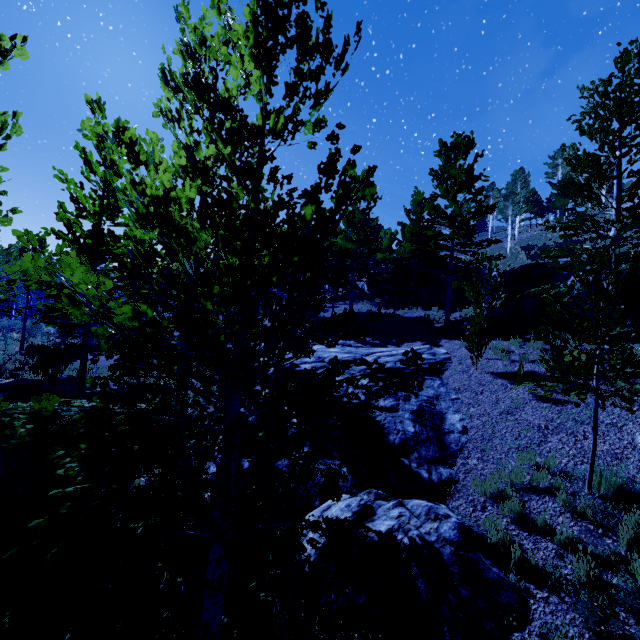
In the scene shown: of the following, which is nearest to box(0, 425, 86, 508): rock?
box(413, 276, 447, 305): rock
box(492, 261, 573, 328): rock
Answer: box(492, 261, 573, 328): rock

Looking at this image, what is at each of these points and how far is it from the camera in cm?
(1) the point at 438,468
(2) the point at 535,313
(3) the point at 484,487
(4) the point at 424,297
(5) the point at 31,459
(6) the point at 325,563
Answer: (1) rock, 754
(2) rock, 1407
(3) instancedfoliageactor, 677
(4) rock, 2483
(5) rock, 697
(6) rock, 527

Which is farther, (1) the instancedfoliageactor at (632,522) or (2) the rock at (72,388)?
(2) the rock at (72,388)

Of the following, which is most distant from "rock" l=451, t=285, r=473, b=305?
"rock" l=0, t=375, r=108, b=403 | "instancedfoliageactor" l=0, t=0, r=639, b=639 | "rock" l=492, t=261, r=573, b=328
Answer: "rock" l=0, t=375, r=108, b=403

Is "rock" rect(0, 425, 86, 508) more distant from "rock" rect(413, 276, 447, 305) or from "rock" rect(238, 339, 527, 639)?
"rock" rect(413, 276, 447, 305)

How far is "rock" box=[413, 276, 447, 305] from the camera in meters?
23.3

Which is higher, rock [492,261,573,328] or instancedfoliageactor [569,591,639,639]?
rock [492,261,573,328]

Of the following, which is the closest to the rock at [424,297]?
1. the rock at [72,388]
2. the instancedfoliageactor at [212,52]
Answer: the instancedfoliageactor at [212,52]
